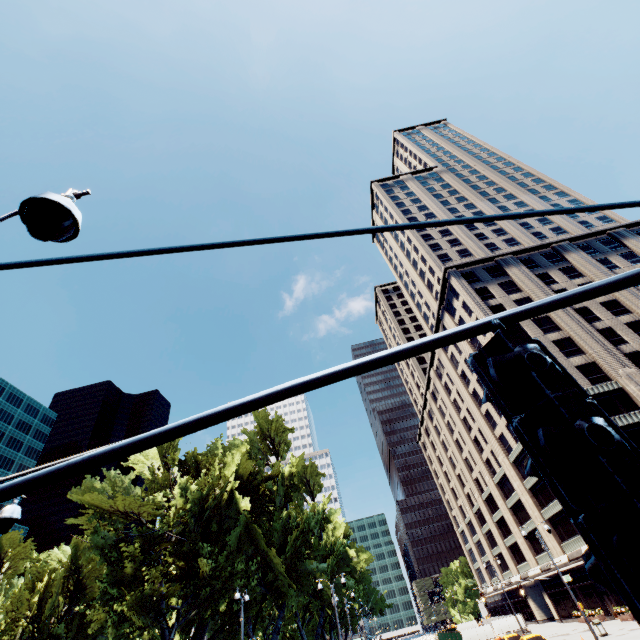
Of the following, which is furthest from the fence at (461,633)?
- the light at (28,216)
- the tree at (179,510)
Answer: the light at (28,216)

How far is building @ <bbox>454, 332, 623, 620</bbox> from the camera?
38.7 meters

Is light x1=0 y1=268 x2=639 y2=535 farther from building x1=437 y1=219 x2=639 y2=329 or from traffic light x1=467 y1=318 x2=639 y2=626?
building x1=437 y1=219 x2=639 y2=329

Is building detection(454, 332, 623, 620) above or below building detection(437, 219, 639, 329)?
below

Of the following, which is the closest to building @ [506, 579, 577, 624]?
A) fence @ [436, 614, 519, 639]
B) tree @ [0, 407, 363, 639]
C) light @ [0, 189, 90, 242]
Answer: fence @ [436, 614, 519, 639]

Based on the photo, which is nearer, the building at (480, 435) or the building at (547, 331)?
the building at (547, 331)

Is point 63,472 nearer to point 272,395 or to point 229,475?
point 272,395
